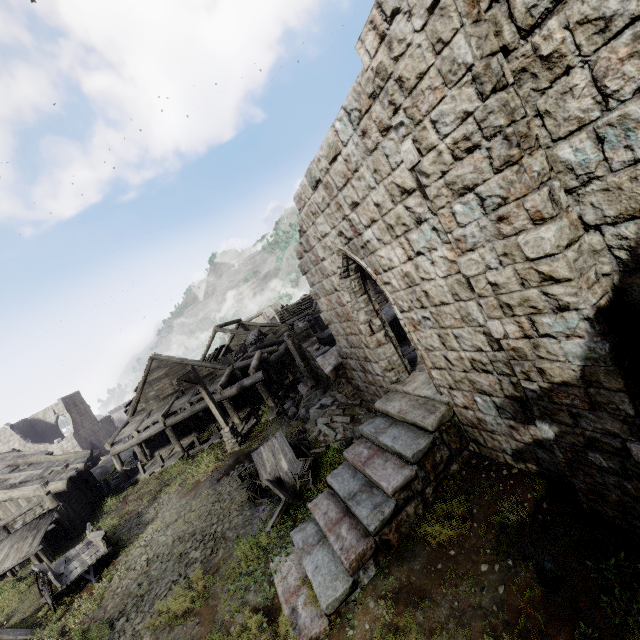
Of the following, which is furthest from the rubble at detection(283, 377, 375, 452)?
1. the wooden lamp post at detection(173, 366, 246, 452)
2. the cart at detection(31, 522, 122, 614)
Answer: the cart at detection(31, 522, 122, 614)

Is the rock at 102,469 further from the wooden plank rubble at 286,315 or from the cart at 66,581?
the wooden plank rubble at 286,315

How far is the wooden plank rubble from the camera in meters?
47.2

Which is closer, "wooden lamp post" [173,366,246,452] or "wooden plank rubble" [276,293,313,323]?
"wooden lamp post" [173,366,246,452]

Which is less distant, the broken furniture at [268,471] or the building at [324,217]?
the building at [324,217]

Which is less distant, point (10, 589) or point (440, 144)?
point (440, 144)

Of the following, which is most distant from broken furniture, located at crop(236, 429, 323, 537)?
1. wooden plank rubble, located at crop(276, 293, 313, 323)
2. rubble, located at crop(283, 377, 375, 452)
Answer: wooden plank rubble, located at crop(276, 293, 313, 323)

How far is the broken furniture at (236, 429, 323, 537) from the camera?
9.39m
